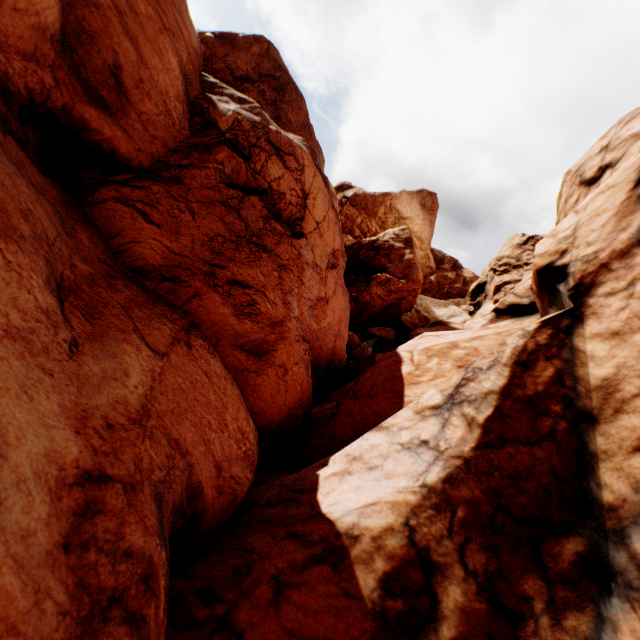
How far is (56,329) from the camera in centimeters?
496cm
